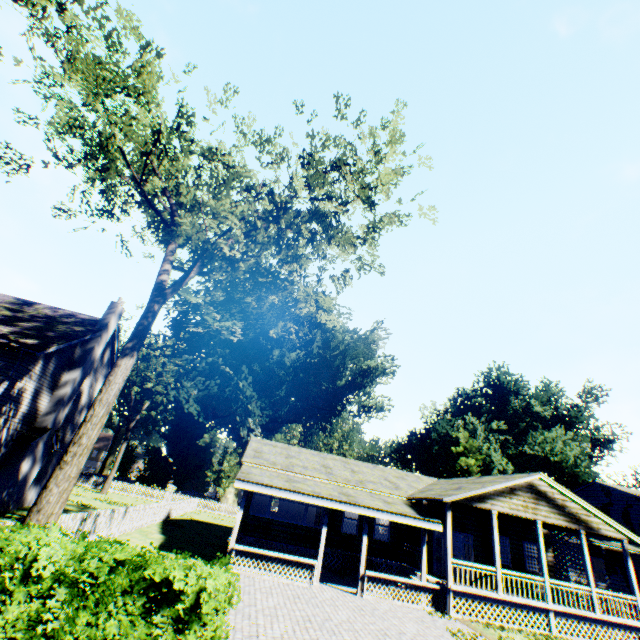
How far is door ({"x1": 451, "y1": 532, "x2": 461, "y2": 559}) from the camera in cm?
1855

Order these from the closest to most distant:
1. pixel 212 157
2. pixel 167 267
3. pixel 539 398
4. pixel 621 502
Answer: pixel 167 267, pixel 212 157, pixel 621 502, pixel 539 398

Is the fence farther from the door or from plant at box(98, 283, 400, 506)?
the door

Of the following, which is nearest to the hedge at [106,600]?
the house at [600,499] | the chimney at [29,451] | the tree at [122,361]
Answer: the tree at [122,361]

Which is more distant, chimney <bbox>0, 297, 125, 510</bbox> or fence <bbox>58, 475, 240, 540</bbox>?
chimney <bbox>0, 297, 125, 510</bbox>

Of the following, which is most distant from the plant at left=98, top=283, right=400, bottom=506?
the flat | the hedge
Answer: the hedge

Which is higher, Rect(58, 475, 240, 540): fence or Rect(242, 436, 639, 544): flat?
Rect(242, 436, 639, 544): flat

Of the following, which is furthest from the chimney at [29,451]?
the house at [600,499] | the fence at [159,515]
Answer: the house at [600,499]
